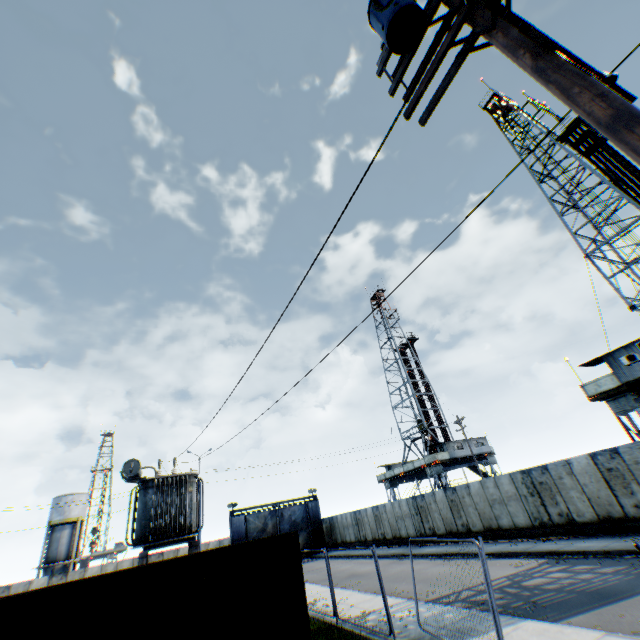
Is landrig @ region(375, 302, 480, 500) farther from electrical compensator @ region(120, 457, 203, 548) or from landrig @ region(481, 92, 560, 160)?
electrical compensator @ region(120, 457, 203, 548)

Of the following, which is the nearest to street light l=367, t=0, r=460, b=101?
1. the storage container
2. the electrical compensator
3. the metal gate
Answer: the storage container

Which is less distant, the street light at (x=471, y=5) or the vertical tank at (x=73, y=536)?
the street light at (x=471, y=5)

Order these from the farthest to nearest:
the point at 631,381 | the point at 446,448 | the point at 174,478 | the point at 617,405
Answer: the point at 446,448 → the point at 617,405 → the point at 631,381 → the point at 174,478

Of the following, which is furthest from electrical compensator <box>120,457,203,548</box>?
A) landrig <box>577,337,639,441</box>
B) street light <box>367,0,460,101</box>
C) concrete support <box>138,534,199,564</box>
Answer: landrig <box>577,337,639,441</box>

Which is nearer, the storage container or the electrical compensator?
the storage container

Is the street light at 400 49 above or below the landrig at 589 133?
below

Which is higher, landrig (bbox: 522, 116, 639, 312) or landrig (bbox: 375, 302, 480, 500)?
landrig (bbox: 522, 116, 639, 312)
